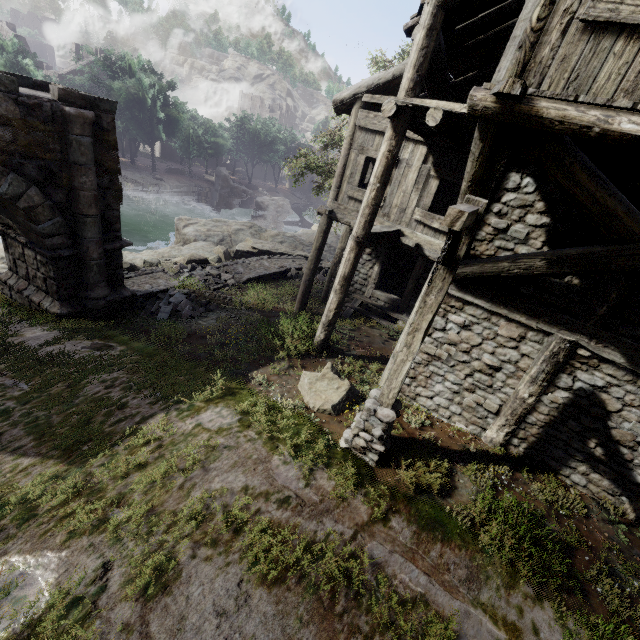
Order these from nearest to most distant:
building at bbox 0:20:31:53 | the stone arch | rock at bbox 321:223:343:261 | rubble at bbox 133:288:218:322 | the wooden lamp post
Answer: the wooden lamp post
the stone arch
rubble at bbox 133:288:218:322
rock at bbox 321:223:343:261
building at bbox 0:20:31:53

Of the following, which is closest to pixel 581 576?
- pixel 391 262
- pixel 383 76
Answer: pixel 383 76

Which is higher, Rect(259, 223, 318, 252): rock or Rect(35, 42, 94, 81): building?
Rect(35, 42, 94, 81): building

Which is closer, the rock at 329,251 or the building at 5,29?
the rock at 329,251

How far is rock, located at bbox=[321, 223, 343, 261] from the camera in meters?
26.7 m

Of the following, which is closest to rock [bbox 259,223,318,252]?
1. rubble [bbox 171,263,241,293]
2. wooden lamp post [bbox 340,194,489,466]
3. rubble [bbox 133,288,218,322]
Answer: rubble [bbox 171,263,241,293]

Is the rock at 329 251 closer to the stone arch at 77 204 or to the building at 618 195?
the building at 618 195

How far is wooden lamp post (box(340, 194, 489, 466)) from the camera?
3.5 meters
